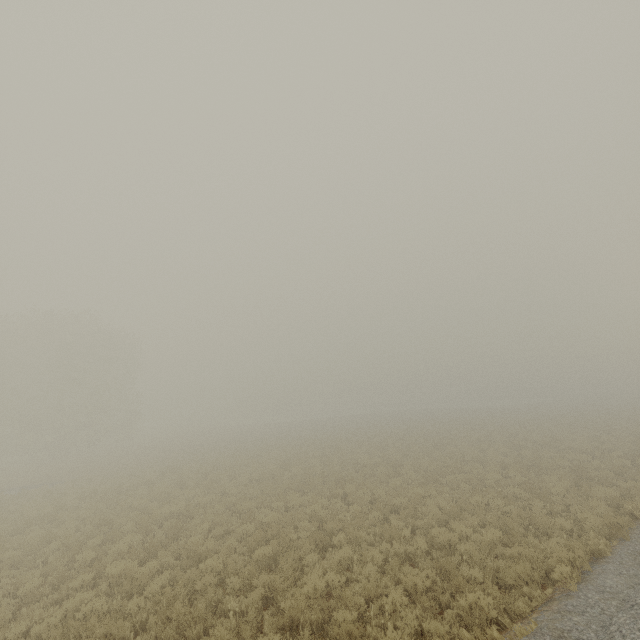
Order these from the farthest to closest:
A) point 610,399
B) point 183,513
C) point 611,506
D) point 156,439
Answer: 1. point 610,399
2. point 156,439
3. point 183,513
4. point 611,506
